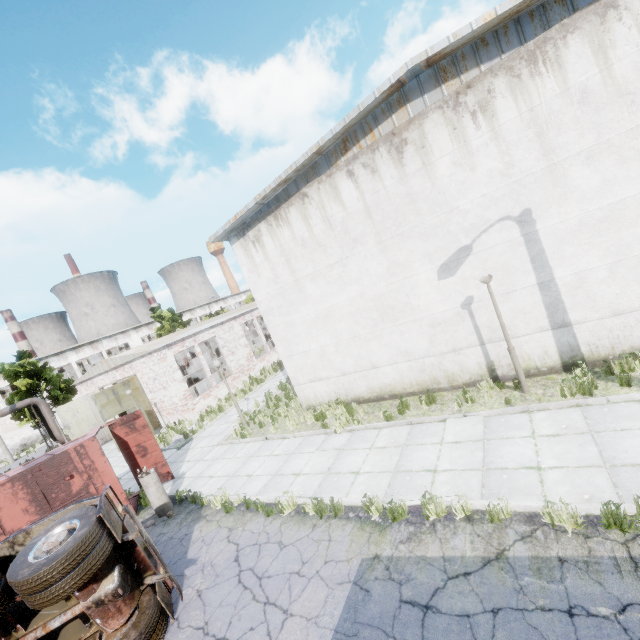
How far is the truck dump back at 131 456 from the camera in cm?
1209

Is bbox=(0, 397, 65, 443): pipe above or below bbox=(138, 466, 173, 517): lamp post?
above

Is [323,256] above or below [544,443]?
above

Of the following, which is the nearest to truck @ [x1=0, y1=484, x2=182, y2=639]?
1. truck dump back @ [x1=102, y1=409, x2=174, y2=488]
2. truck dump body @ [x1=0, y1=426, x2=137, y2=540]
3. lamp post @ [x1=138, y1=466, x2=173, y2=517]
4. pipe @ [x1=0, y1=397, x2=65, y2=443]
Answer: truck dump body @ [x1=0, y1=426, x2=137, y2=540]

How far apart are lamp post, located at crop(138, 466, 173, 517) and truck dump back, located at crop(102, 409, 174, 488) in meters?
1.8 m

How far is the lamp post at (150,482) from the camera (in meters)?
10.02

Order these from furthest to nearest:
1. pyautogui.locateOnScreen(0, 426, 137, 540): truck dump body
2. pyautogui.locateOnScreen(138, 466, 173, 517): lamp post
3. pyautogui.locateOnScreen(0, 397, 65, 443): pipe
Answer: pyautogui.locateOnScreen(0, 397, 65, 443): pipe
pyautogui.locateOnScreen(138, 466, 173, 517): lamp post
pyautogui.locateOnScreen(0, 426, 137, 540): truck dump body

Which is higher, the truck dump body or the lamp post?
the truck dump body
